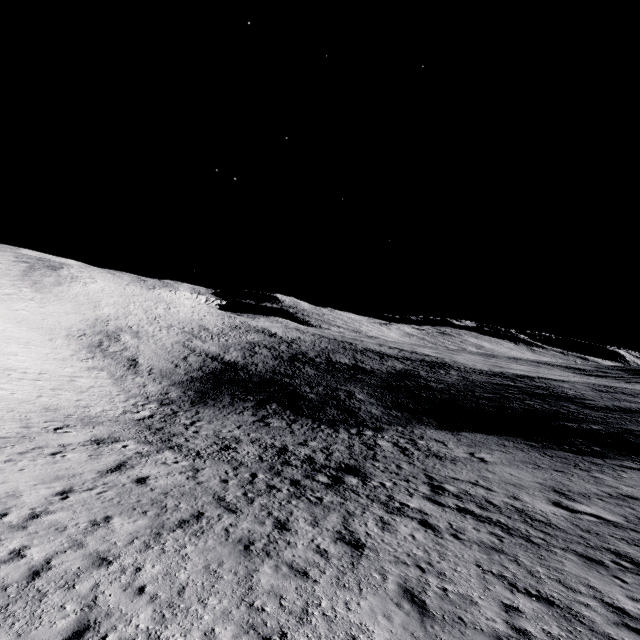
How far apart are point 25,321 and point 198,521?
53.2 meters
